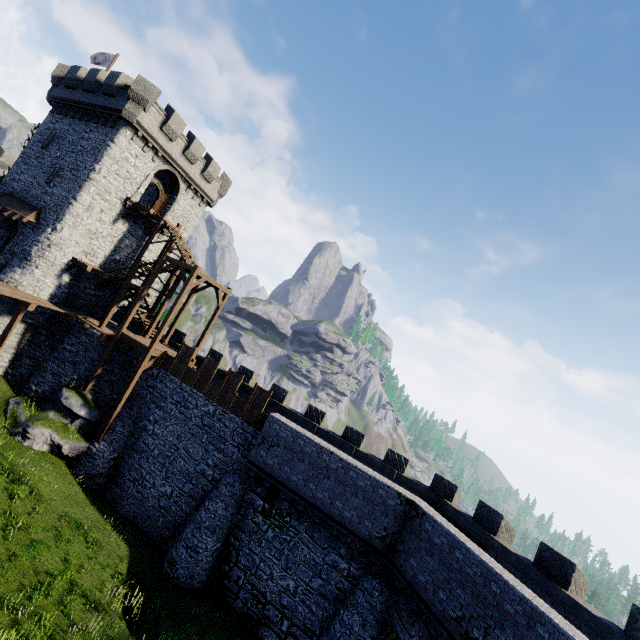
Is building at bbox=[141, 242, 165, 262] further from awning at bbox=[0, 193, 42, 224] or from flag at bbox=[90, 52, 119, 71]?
flag at bbox=[90, 52, 119, 71]

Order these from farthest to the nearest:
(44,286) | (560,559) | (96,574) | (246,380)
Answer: (246,380)
(44,286)
(96,574)
(560,559)

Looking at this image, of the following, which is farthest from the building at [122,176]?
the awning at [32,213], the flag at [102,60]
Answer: the flag at [102,60]

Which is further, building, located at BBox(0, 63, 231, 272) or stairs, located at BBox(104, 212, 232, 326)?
building, located at BBox(0, 63, 231, 272)

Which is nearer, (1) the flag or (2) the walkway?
(2) the walkway

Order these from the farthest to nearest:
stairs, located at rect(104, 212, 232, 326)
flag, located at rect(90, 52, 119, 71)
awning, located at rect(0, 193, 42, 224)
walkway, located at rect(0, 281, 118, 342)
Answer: flag, located at rect(90, 52, 119, 71)
awning, located at rect(0, 193, 42, 224)
stairs, located at rect(104, 212, 232, 326)
walkway, located at rect(0, 281, 118, 342)

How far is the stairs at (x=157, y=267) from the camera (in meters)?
20.81

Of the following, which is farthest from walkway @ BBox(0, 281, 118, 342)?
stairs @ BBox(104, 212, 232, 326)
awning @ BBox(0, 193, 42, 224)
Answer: awning @ BBox(0, 193, 42, 224)
